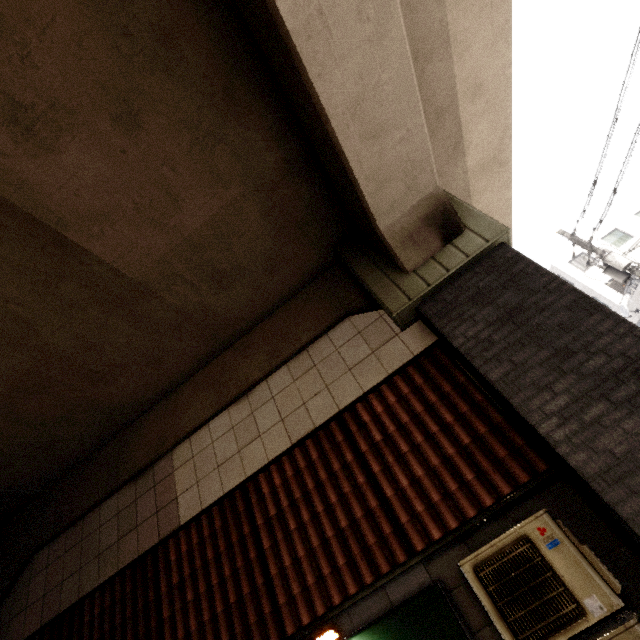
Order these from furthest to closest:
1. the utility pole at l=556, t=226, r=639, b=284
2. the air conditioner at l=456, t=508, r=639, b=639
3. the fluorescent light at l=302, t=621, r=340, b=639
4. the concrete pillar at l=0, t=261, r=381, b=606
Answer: the utility pole at l=556, t=226, r=639, b=284, the concrete pillar at l=0, t=261, r=381, b=606, the fluorescent light at l=302, t=621, r=340, b=639, the air conditioner at l=456, t=508, r=639, b=639

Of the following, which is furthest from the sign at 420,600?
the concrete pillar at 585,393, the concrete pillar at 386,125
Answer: the concrete pillar at 585,393

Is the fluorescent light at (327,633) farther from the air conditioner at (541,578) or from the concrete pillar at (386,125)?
the concrete pillar at (386,125)

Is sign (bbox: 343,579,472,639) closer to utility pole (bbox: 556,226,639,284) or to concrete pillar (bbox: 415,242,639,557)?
concrete pillar (bbox: 415,242,639,557)

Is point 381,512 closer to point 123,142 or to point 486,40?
point 123,142

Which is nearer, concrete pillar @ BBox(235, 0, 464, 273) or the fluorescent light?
concrete pillar @ BBox(235, 0, 464, 273)

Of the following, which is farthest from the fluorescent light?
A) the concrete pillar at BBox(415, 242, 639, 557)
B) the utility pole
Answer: the utility pole

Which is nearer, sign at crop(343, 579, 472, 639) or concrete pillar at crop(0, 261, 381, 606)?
sign at crop(343, 579, 472, 639)
